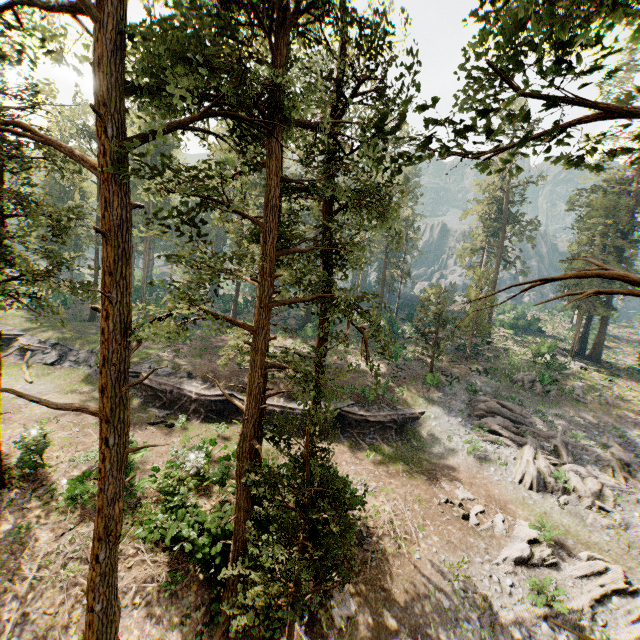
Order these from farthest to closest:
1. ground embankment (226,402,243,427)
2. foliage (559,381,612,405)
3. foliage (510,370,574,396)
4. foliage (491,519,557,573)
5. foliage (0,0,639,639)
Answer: foliage (510,370,574,396), foliage (559,381,612,405), ground embankment (226,402,243,427), foliage (491,519,557,573), foliage (0,0,639,639)

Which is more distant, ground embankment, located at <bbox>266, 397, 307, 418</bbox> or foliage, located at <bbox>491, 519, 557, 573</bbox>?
ground embankment, located at <bbox>266, 397, 307, 418</bbox>

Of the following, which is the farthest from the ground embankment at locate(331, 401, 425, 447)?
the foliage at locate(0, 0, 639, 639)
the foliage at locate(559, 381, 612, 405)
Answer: the foliage at locate(559, 381, 612, 405)

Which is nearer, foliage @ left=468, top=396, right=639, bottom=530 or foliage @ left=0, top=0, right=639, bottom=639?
foliage @ left=0, top=0, right=639, bottom=639

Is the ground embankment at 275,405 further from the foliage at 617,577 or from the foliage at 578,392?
the foliage at 578,392

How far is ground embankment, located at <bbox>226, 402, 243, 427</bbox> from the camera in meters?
23.9 m

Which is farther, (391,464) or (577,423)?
(577,423)

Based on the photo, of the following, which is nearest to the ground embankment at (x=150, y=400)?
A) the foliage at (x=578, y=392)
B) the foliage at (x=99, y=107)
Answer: the foliage at (x=99, y=107)
